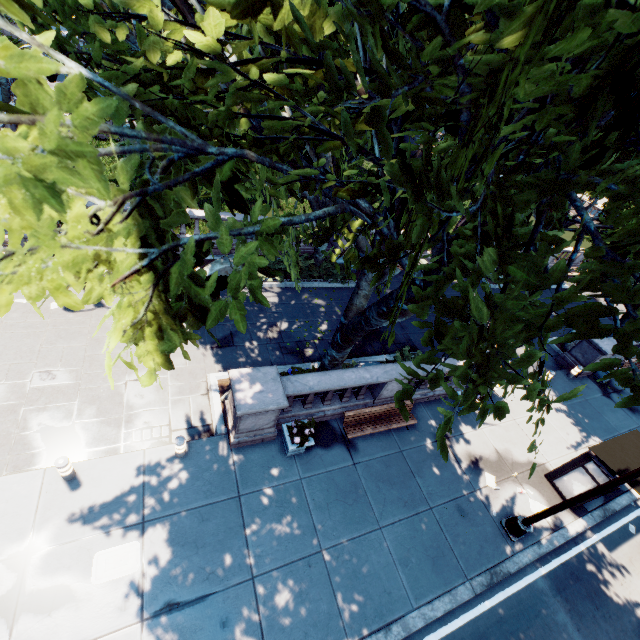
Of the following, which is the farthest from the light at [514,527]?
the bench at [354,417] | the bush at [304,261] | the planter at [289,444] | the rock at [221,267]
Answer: the rock at [221,267]

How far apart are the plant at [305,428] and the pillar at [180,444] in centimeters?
288cm

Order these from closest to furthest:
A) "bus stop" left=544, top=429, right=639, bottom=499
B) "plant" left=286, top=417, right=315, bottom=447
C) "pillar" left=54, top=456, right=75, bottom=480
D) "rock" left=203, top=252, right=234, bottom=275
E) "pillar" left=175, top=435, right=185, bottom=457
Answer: "pillar" left=54, top=456, right=75, bottom=480, "pillar" left=175, top=435, right=185, bottom=457, "plant" left=286, top=417, right=315, bottom=447, "bus stop" left=544, top=429, right=639, bottom=499, "rock" left=203, top=252, right=234, bottom=275

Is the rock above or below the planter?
below

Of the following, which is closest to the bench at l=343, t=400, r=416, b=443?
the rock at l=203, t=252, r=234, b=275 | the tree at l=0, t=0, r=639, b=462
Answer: the tree at l=0, t=0, r=639, b=462

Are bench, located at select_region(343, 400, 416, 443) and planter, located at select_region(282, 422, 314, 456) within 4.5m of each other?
yes

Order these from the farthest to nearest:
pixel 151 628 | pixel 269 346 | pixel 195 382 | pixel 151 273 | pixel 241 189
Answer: pixel 269 346 < pixel 195 382 < pixel 151 628 < pixel 241 189 < pixel 151 273

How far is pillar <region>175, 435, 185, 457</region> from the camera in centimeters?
868cm
